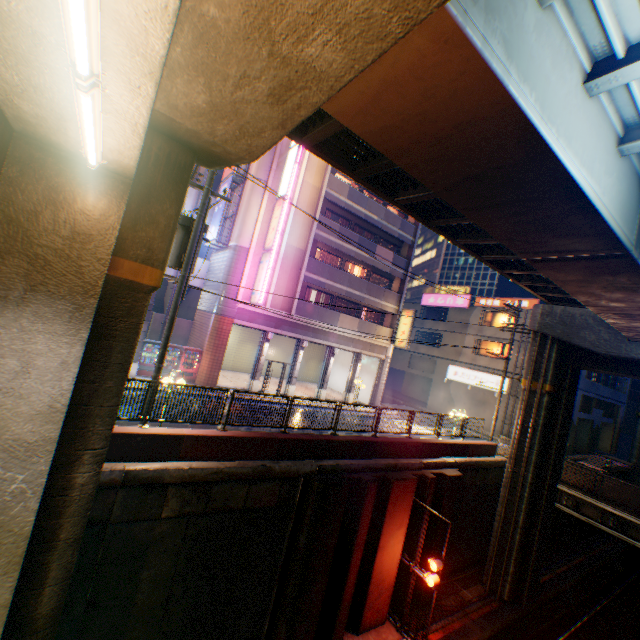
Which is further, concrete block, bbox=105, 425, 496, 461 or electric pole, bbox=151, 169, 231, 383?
electric pole, bbox=151, 169, 231, 383

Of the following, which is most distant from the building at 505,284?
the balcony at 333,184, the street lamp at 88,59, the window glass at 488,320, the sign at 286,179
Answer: the street lamp at 88,59

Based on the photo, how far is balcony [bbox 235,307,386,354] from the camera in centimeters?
2088cm

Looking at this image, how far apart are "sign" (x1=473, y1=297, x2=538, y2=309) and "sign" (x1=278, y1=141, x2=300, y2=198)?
22.98m

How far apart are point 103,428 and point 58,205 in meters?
3.9 m

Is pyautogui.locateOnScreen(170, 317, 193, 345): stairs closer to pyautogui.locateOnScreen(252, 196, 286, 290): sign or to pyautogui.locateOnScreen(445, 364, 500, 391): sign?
pyautogui.locateOnScreen(252, 196, 286, 290): sign

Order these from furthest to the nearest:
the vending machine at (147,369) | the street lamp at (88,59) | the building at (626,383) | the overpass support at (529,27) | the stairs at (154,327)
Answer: the building at (626,383) < the stairs at (154,327) < the vending machine at (147,369) < the overpass support at (529,27) < the street lamp at (88,59)

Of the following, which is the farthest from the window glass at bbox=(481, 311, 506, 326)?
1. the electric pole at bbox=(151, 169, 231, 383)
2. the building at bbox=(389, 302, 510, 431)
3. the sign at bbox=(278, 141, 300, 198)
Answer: the electric pole at bbox=(151, 169, 231, 383)
